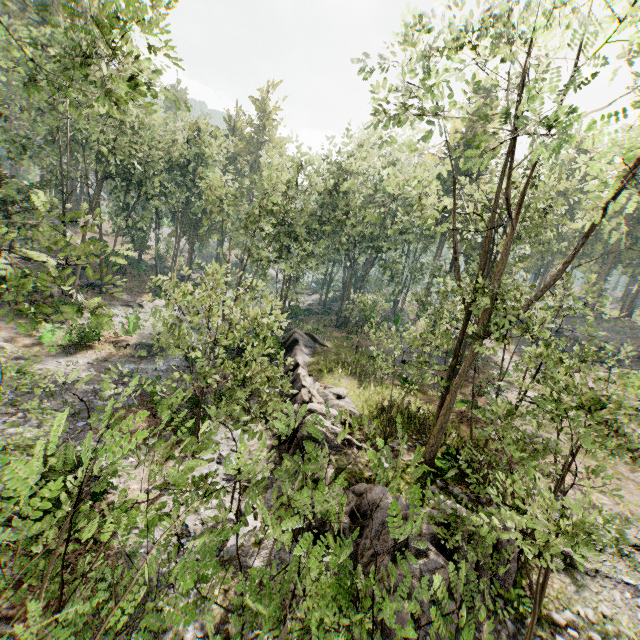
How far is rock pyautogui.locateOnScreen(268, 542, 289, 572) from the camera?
10.3m

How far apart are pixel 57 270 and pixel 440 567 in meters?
14.3

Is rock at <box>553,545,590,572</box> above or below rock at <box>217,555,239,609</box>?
above

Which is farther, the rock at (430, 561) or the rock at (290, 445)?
the rock at (290, 445)

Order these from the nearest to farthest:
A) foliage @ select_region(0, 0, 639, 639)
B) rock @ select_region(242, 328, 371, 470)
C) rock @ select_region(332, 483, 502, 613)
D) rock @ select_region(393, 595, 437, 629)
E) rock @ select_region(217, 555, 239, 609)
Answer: foliage @ select_region(0, 0, 639, 639), rock @ select_region(393, 595, 437, 629), rock @ select_region(332, 483, 502, 613), rock @ select_region(217, 555, 239, 609), rock @ select_region(242, 328, 371, 470)

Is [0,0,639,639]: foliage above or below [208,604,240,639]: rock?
above

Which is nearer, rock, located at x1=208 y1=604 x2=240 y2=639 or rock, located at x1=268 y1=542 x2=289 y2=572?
rock, located at x1=208 y1=604 x2=240 y2=639
